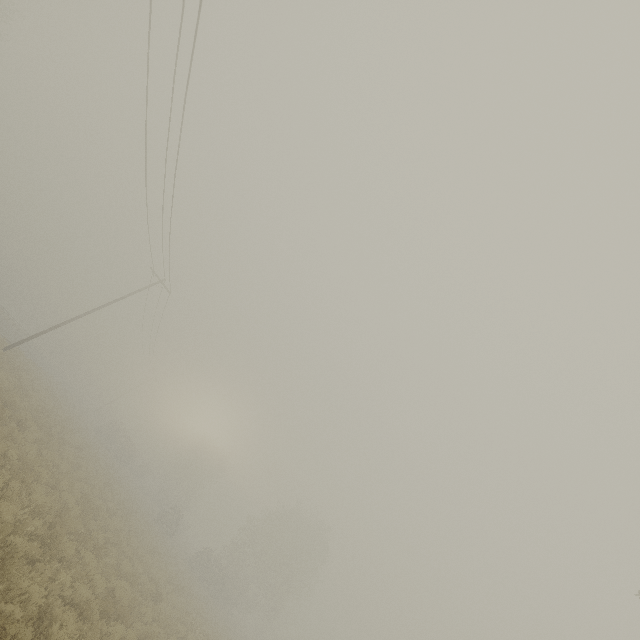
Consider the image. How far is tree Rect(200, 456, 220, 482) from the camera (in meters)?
58.67

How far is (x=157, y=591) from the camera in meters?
15.1 m

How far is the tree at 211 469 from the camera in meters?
58.7
